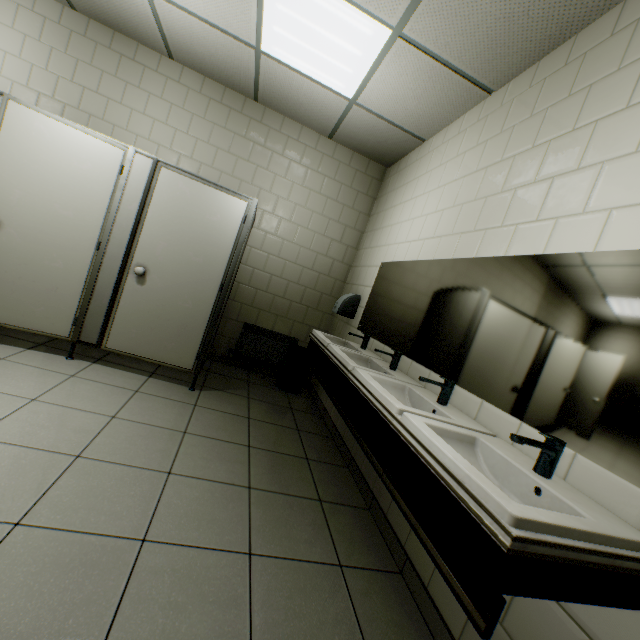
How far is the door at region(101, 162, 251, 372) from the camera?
2.9m

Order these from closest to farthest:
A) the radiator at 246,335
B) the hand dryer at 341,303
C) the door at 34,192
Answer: the door at 34,192
the hand dryer at 341,303
the radiator at 246,335

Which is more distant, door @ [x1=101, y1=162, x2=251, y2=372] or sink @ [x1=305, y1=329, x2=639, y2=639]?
door @ [x1=101, y1=162, x2=251, y2=372]

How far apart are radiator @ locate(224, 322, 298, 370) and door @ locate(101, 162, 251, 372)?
1.1 meters

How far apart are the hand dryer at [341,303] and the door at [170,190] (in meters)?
1.35

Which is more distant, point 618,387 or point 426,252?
point 426,252

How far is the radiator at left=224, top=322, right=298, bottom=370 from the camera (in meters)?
4.29

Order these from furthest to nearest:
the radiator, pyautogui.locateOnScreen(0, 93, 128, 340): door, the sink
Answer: the radiator → pyautogui.locateOnScreen(0, 93, 128, 340): door → the sink
